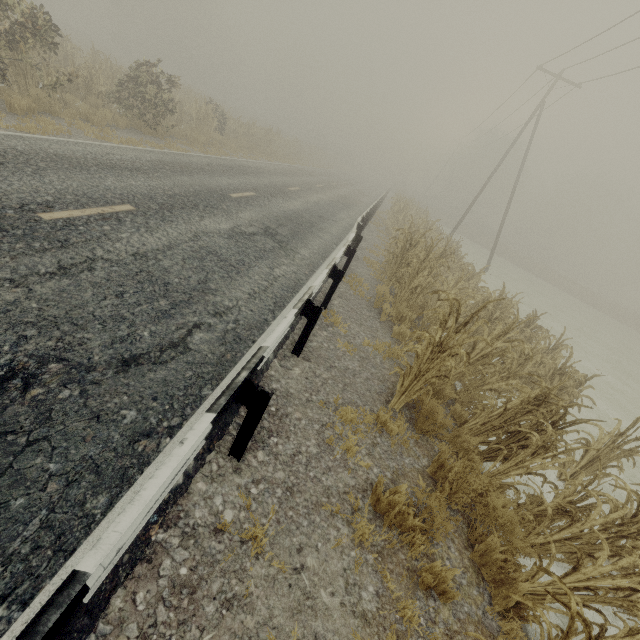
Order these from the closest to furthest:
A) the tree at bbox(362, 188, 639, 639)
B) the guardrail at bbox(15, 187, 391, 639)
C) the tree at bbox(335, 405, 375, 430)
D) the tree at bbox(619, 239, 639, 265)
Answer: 1. the guardrail at bbox(15, 187, 391, 639)
2. the tree at bbox(362, 188, 639, 639)
3. the tree at bbox(335, 405, 375, 430)
4. the tree at bbox(619, 239, 639, 265)

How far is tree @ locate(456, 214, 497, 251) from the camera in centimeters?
4591cm

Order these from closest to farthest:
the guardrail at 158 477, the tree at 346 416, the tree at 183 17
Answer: the guardrail at 158 477 → the tree at 346 416 → the tree at 183 17

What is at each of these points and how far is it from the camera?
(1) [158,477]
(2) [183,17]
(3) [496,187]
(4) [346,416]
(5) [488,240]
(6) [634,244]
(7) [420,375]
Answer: (1) guardrail, 1.7m
(2) tree, 45.3m
(3) tree, 58.4m
(4) tree, 4.1m
(5) tree, 45.6m
(6) tree, 59.8m
(7) tree, 4.6m

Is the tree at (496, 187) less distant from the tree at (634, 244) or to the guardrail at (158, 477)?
the guardrail at (158, 477)

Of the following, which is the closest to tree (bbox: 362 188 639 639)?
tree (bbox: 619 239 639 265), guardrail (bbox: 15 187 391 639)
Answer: guardrail (bbox: 15 187 391 639)

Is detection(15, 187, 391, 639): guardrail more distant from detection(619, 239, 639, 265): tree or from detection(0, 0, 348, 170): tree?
detection(619, 239, 639, 265): tree
